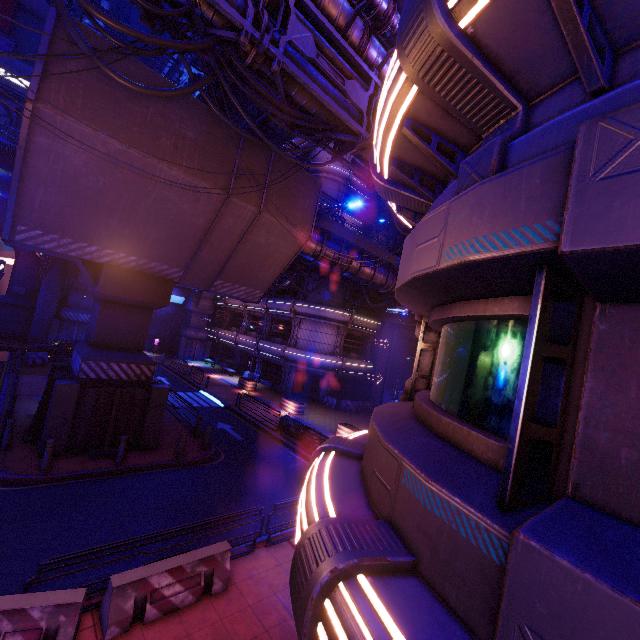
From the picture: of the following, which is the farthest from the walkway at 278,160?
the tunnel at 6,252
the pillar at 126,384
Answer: the tunnel at 6,252

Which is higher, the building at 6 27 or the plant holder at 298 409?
the building at 6 27

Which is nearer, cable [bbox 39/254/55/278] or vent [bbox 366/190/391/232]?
cable [bbox 39/254/55/278]

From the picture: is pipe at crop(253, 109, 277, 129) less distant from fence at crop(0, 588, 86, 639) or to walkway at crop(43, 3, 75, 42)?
walkway at crop(43, 3, 75, 42)

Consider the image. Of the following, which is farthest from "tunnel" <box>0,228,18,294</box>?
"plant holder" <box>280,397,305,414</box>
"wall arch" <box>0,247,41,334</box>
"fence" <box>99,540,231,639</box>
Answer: "fence" <box>99,540,231,639</box>

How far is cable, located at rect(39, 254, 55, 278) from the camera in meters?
19.8 m

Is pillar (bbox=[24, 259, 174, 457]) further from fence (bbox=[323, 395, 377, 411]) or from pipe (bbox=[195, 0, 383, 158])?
fence (bbox=[323, 395, 377, 411])

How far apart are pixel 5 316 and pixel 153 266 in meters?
29.6 m
